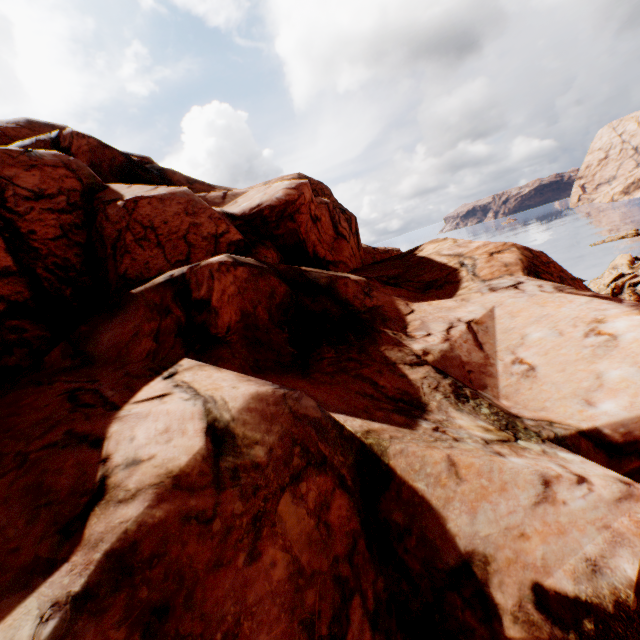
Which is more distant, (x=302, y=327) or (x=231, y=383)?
(x=302, y=327)
